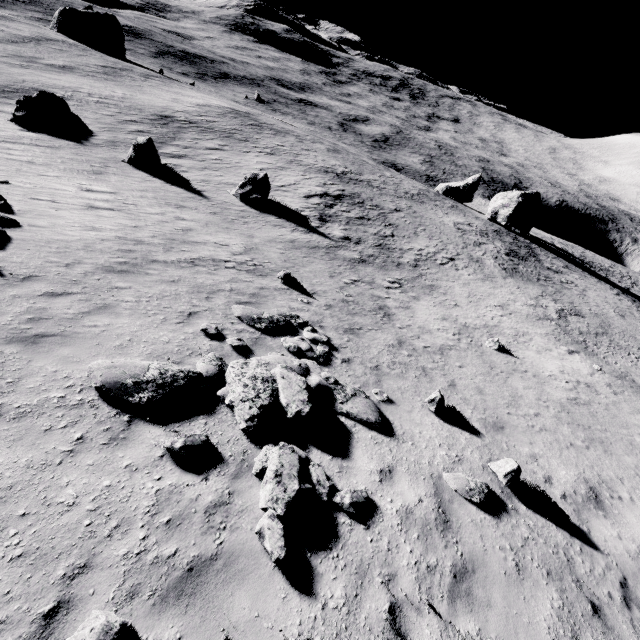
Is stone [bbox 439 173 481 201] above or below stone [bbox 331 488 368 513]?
below

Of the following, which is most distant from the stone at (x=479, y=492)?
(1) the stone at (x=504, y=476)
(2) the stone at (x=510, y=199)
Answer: (2) the stone at (x=510, y=199)

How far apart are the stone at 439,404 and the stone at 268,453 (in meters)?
4.64

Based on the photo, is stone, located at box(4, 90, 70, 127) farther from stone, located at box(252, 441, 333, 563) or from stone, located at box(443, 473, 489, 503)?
stone, located at box(443, 473, 489, 503)

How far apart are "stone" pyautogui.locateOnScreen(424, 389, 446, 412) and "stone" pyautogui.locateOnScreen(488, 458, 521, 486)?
1.81m

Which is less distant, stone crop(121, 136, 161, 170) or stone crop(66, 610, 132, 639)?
stone crop(66, 610, 132, 639)

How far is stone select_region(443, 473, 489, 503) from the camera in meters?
6.8

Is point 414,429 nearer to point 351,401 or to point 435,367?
point 351,401
